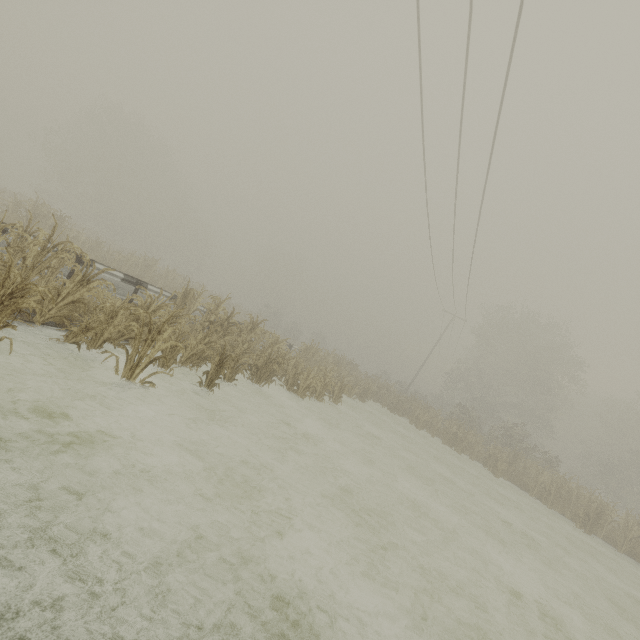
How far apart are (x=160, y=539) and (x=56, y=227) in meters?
5.5 m
